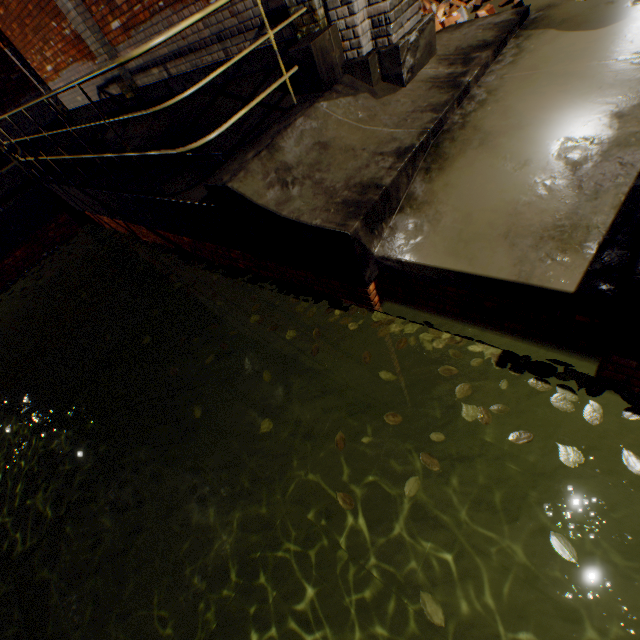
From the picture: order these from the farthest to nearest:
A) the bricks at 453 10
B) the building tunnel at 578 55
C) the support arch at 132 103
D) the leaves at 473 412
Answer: the support arch at 132 103, the bricks at 453 10, the building tunnel at 578 55, the leaves at 473 412

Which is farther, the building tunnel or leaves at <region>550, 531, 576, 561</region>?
the building tunnel

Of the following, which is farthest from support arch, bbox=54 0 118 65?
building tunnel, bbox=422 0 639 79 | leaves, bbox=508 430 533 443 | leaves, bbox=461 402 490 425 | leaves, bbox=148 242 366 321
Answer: leaves, bbox=508 430 533 443

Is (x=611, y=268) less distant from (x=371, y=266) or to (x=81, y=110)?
(x=371, y=266)

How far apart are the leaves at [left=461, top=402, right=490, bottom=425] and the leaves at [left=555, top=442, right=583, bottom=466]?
0.3 meters

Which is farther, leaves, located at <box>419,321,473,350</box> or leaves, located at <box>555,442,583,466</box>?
leaves, located at <box>419,321,473,350</box>

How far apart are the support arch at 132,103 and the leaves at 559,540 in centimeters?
881cm

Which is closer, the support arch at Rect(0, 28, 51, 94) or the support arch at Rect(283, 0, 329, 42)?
the support arch at Rect(283, 0, 329, 42)
